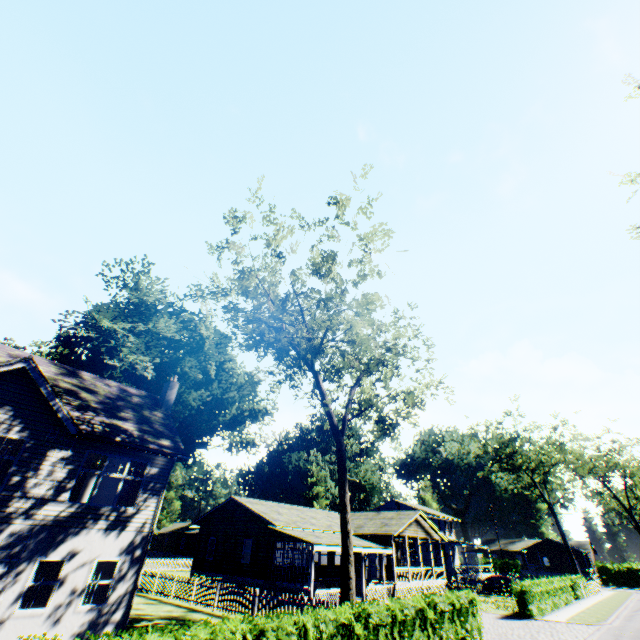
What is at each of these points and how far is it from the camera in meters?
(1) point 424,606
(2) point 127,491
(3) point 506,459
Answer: (1) hedge, 11.9
(2) curtain, 15.1
(3) tree, 47.4

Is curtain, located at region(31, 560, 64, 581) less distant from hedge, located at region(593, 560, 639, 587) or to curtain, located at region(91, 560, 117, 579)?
curtain, located at region(91, 560, 117, 579)

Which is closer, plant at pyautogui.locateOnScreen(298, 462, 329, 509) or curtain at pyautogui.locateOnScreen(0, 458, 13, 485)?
curtain at pyautogui.locateOnScreen(0, 458, 13, 485)

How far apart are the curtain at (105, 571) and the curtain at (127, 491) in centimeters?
199cm

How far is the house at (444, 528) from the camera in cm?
4169

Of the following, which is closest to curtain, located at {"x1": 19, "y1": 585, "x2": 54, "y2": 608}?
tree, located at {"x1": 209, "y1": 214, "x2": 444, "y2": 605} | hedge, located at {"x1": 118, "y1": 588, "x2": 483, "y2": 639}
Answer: hedge, located at {"x1": 118, "y1": 588, "x2": 483, "y2": 639}

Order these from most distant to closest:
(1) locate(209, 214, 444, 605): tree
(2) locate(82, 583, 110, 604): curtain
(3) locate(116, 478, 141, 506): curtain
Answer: (1) locate(209, 214, 444, 605): tree < (3) locate(116, 478, 141, 506): curtain < (2) locate(82, 583, 110, 604): curtain

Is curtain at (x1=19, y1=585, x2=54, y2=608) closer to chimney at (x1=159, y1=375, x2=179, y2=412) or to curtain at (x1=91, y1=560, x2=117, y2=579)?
curtain at (x1=91, y1=560, x2=117, y2=579)
